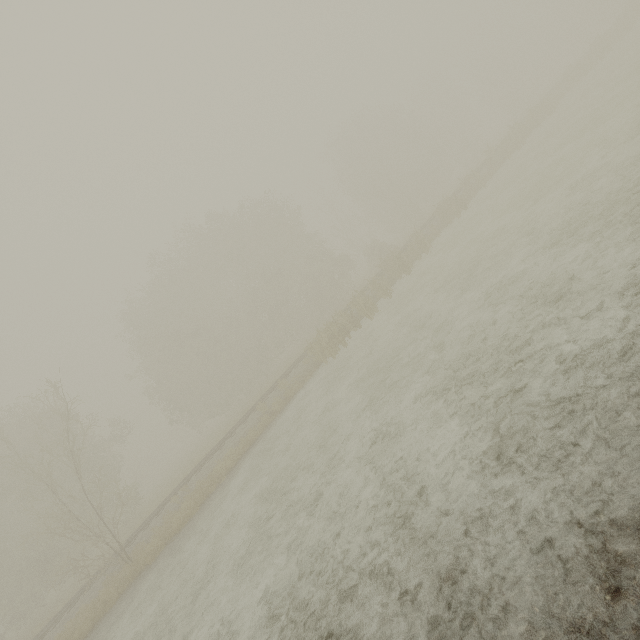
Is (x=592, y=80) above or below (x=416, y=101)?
below
